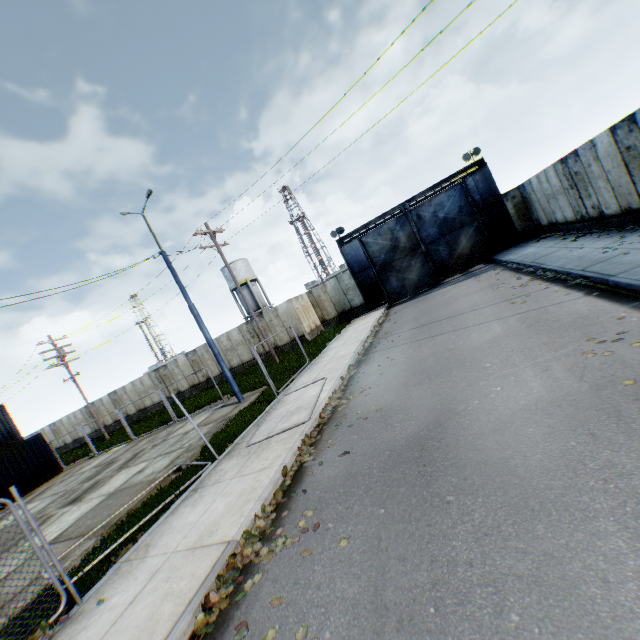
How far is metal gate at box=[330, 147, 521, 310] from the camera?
21.11m

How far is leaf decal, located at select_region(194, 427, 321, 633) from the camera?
3.99m

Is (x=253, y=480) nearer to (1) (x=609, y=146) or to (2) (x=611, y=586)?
(2) (x=611, y=586)

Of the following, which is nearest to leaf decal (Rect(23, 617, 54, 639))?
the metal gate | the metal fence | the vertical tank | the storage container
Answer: the metal fence

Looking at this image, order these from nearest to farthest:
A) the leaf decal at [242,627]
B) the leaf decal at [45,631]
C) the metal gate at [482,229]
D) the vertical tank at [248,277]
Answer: the leaf decal at [242,627] → the leaf decal at [45,631] → the metal gate at [482,229] → the vertical tank at [248,277]

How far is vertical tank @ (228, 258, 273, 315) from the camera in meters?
44.2 m

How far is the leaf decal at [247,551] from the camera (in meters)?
3.99

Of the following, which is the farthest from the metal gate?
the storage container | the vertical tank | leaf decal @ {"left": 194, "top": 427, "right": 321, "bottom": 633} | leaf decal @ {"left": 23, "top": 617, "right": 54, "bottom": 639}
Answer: the storage container
